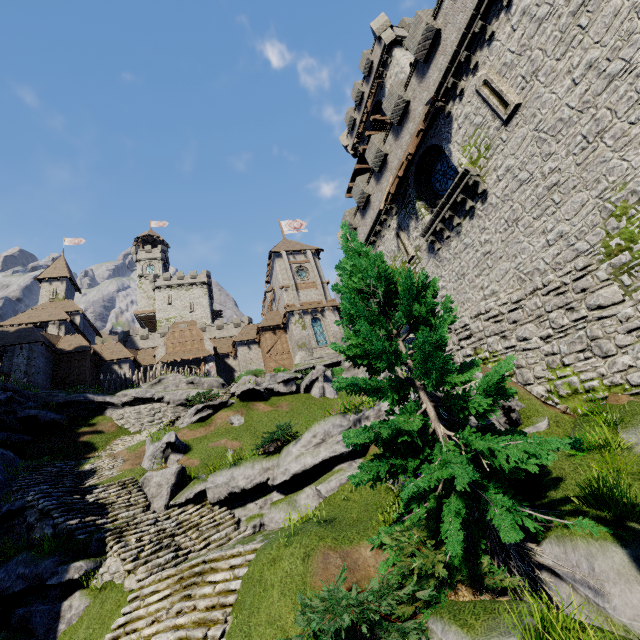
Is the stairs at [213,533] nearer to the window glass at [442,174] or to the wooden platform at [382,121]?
the window glass at [442,174]

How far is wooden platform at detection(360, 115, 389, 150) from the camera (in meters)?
27.25

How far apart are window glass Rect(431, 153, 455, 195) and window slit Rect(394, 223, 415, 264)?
2.6m

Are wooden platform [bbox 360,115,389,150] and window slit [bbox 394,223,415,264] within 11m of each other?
no

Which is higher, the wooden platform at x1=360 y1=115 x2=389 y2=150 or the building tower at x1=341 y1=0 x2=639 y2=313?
the wooden platform at x1=360 y1=115 x2=389 y2=150

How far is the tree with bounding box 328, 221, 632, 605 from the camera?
5.06m

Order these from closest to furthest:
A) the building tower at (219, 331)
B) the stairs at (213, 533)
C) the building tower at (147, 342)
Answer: the stairs at (213, 533)
the building tower at (147, 342)
the building tower at (219, 331)

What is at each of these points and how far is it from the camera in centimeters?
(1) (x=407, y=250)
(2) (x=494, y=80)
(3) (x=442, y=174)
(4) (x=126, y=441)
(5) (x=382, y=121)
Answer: (1) window slit, 1936cm
(2) window slit, 1259cm
(3) window glass, 1717cm
(4) stairs, 2333cm
(5) wooden platform, 2748cm
